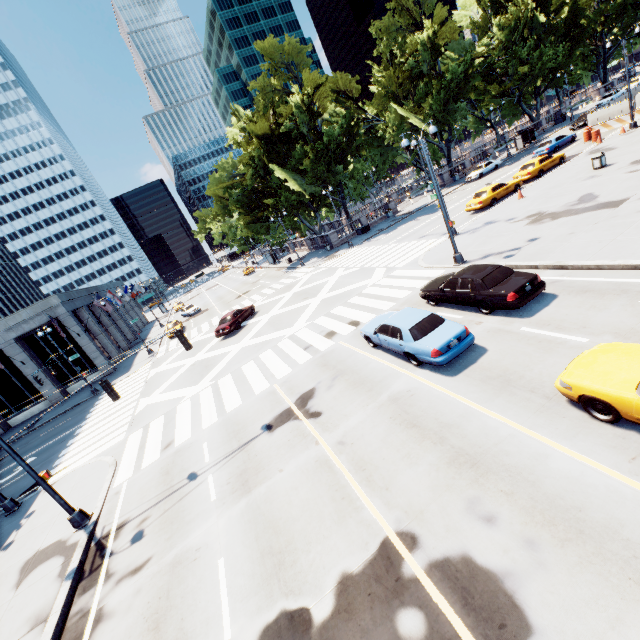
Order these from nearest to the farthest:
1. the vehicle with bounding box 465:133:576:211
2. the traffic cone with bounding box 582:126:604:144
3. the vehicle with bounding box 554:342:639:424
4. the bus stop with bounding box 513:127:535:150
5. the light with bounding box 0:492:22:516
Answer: the vehicle with bounding box 554:342:639:424 → the light with bounding box 0:492:22:516 → the vehicle with bounding box 465:133:576:211 → the traffic cone with bounding box 582:126:604:144 → the bus stop with bounding box 513:127:535:150

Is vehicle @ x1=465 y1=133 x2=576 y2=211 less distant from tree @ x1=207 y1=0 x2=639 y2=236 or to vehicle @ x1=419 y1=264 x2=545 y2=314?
tree @ x1=207 y1=0 x2=639 y2=236

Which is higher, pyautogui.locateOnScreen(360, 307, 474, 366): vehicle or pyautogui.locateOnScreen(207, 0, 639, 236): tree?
pyautogui.locateOnScreen(207, 0, 639, 236): tree

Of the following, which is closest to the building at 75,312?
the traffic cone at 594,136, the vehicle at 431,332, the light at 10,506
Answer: the light at 10,506

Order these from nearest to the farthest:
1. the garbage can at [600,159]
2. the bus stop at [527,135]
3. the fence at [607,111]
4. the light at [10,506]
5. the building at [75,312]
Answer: the light at [10,506] → the garbage can at [600,159] → the fence at [607,111] → the building at [75,312] → the bus stop at [527,135]

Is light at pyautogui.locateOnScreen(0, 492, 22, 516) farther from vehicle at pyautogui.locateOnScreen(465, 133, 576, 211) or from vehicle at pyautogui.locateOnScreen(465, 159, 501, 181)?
vehicle at pyautogui.locateOnScreen(465, 159, 501, 181)

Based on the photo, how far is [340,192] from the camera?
43.2m

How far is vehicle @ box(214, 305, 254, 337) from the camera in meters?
27.0
